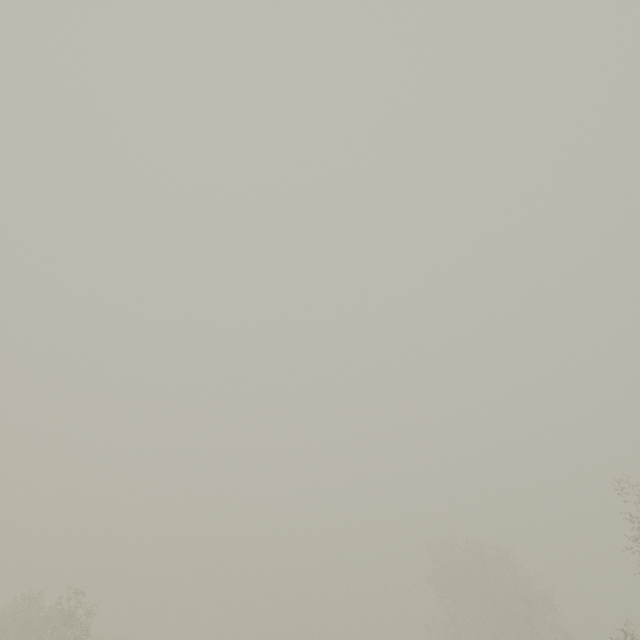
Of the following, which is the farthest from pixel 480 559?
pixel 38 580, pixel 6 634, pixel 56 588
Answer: pixel 38 580
